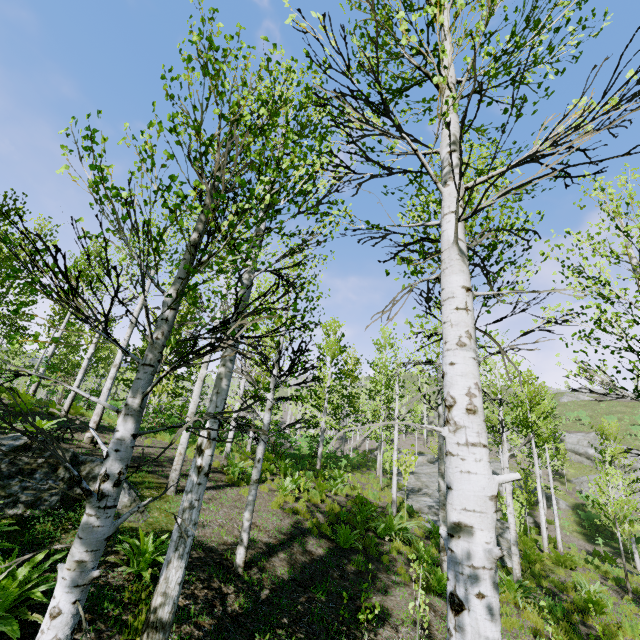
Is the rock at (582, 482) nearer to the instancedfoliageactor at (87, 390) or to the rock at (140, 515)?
the instancedfoliageactor at (87, 390)

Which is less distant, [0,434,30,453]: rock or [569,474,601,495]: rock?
[0,434,30,453]: rock

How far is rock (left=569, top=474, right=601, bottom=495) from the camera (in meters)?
31.02

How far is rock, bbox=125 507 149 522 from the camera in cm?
596

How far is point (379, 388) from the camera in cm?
1549

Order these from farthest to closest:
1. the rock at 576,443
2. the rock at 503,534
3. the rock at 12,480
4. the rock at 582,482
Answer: the rock at 576,443 < the rock at 582,482 < the rock at 503,534 < the rock at 12,480

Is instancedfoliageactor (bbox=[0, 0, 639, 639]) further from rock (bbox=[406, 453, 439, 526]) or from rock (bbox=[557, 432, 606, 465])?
rock (bbox=[557, 432, 606, 465])

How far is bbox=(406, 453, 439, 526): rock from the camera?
16.1m
